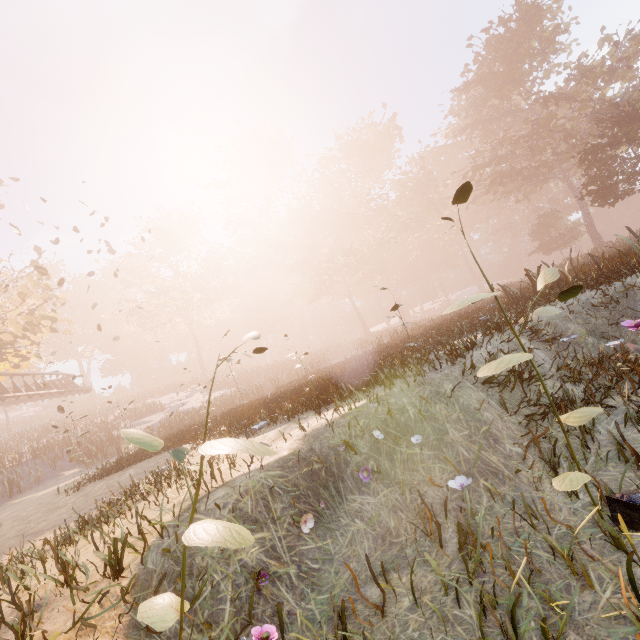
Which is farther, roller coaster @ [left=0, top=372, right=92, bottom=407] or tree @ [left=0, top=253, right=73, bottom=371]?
roller coaster @ [left=0, top=372, right=92, bottom=407]

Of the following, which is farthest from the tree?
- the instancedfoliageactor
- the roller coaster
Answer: the instancedfoliageactor

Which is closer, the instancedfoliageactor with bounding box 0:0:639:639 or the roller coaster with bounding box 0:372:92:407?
the instancedfoliageactor with bounding box 0:0:639:639

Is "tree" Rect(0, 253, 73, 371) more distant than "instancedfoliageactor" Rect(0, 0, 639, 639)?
Yes

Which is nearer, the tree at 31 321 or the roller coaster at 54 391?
the tree at 31 321

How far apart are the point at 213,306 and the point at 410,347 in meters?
49.3 m

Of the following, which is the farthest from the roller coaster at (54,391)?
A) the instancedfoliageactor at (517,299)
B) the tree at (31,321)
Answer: the instancedfoliageactor at (517,299)
